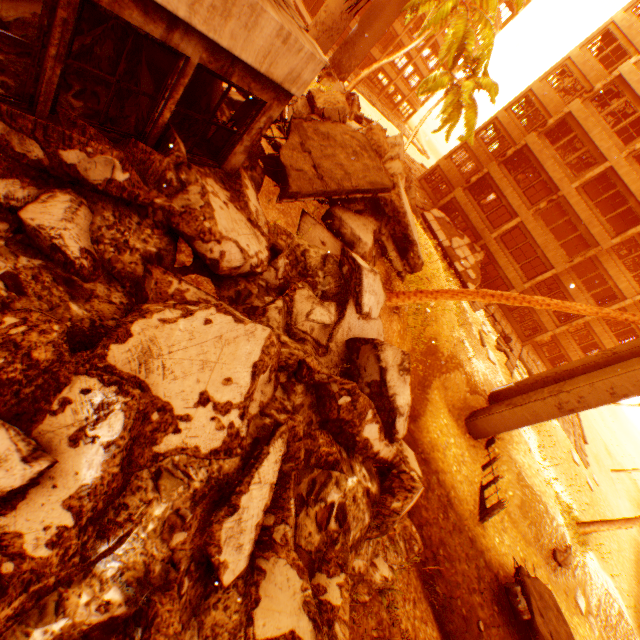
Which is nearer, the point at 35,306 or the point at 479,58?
the point at 35,306

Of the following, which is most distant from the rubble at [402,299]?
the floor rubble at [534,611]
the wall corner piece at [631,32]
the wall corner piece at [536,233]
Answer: the wall corner piece at [631,32]

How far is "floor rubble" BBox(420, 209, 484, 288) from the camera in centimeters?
2503cm

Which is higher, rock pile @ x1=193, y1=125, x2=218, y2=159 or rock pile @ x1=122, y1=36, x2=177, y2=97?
rock pile @ x1=122, y1=36, x2=177, y2=97

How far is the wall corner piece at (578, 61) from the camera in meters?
25.6 m

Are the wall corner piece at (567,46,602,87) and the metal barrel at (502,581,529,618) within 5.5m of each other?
no

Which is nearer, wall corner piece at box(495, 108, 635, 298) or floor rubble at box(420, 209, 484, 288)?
wall corner piece at box(495, 108, 635, 298)

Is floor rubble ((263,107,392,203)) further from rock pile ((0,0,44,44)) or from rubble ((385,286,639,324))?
rubble ((385,286,639,324))
